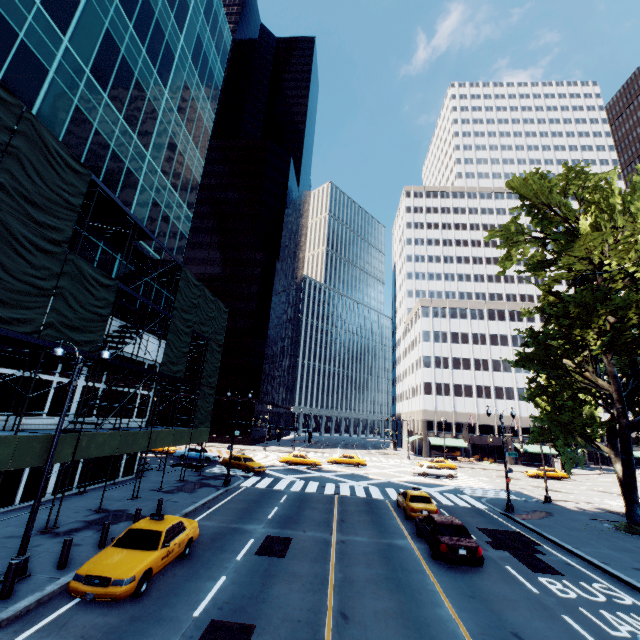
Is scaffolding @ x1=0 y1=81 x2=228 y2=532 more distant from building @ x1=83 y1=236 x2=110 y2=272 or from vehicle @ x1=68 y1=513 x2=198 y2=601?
vehicle @ x1=68 y1=513 x2=198 y2=601

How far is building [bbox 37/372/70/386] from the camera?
17.4 meters

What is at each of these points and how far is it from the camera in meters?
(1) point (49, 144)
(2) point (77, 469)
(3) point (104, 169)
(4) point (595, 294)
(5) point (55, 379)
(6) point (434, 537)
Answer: (1) scaffolding, 12.9 m
(2) building, 20.0 m
(3) building, 20.9 m
(4) tree, 19.3 m
(5) building, 18.1 m
(6) vehicle, 14.1 m

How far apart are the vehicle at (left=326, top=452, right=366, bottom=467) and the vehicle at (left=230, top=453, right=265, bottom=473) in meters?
12.4 m

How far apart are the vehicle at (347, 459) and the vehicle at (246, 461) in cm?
1241

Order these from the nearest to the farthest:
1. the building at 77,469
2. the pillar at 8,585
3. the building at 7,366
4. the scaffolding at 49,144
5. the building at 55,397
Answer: the pillar at 8,585
the scaffolding at 49,144
the building at 7,366
the building at 55,397
the building at 77,469

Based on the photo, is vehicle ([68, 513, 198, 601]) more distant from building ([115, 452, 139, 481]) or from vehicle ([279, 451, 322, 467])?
vehicle ([279, 451, 322, 467])

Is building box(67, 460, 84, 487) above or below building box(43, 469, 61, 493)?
below
